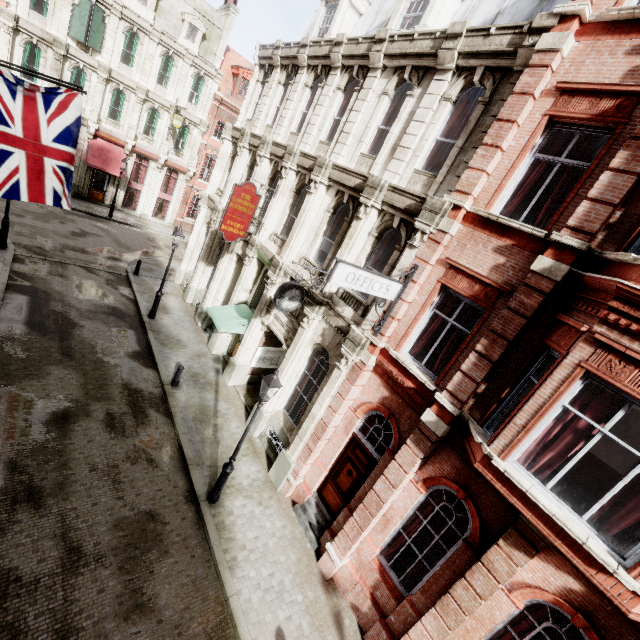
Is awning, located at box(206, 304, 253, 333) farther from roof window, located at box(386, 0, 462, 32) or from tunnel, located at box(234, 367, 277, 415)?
roof window, located at box(386, 0, 462, 32)

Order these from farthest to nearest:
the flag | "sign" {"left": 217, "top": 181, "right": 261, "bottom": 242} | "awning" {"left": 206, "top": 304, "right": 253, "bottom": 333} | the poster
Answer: the poster < "awning" {"left": 206, "top": 304, "right": 253, "bottom": 333} < "sign" {"left": 217, "top": 181, "right": 261, "bottom": 242} < the flag

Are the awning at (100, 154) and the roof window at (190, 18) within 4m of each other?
no

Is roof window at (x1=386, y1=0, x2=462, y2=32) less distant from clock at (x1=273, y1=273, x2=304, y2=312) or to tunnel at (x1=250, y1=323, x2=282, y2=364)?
clock at (x1=273, y1=273, x2=304, y2=312)

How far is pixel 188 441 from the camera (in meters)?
10.91

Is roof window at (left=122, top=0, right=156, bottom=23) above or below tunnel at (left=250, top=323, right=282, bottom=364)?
above

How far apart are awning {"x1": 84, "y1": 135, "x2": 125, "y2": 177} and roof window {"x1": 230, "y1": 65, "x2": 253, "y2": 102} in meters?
10.8 m

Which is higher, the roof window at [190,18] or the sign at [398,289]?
the roof window at [190,18]
